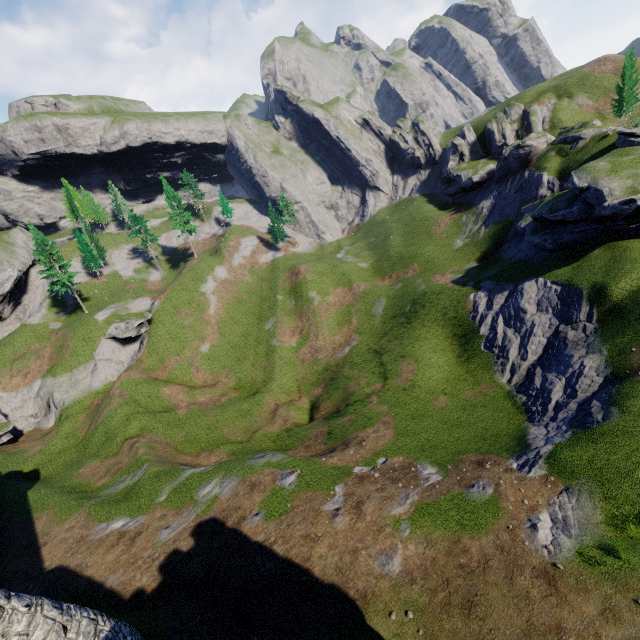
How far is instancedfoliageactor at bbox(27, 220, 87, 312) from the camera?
52.78m

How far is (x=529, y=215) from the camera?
42.38m

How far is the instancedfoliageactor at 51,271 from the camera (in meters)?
52.78

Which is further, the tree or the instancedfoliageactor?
the instancedfoliageactor

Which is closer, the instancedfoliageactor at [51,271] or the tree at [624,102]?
the tree at [624,102]
